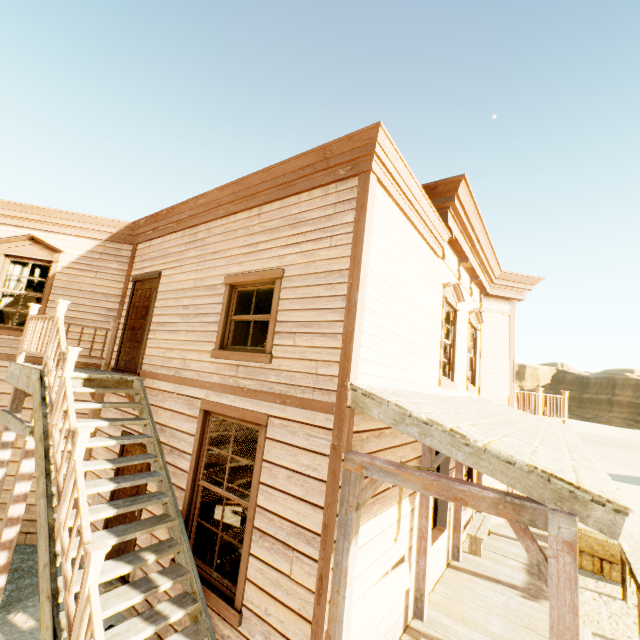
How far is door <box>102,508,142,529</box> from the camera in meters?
5.3 m

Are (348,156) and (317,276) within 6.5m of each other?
yes

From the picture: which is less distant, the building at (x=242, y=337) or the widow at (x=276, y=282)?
the widow at (x=276, y=282)

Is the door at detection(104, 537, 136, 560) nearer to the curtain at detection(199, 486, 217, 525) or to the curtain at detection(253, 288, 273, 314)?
the curtain at detection(199, 486, 217, 525)

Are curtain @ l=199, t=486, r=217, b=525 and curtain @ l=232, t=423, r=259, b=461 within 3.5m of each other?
yes

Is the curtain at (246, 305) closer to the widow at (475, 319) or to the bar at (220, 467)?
the bar at (220, 467)

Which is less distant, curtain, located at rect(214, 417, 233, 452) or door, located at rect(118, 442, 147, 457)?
curtain, located at rect(214, 417, 233, 452)

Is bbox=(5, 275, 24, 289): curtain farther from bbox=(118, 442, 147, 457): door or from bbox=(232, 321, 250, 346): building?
bbox=(118, 442, 147, 457): door
